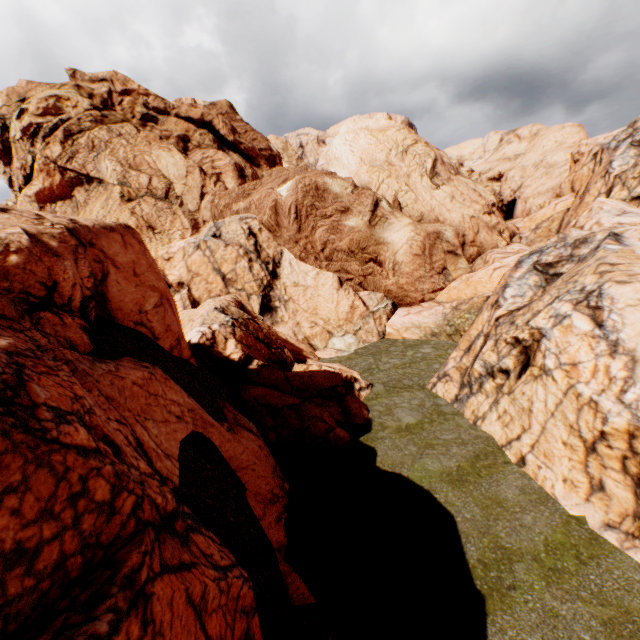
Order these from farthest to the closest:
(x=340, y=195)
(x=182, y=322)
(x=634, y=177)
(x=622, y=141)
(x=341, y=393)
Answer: (x=622, y=141) < (x=340, y=195) < (x=634, y=177) < (x=182, y=322) < (x=341, y=393)
